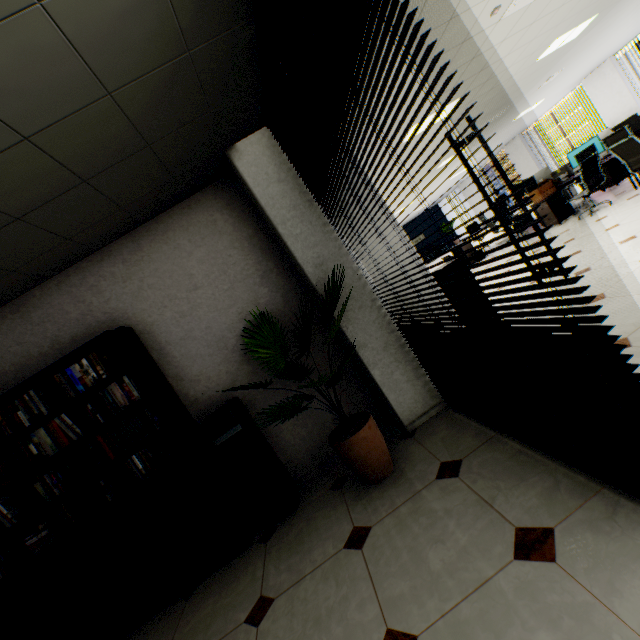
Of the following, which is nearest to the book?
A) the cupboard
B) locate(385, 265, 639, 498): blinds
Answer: the cupboard

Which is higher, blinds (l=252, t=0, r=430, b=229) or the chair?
blinds (l=252, t=0, r=430, b=229)

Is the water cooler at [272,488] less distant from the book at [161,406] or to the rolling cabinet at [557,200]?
the book at [161,406]

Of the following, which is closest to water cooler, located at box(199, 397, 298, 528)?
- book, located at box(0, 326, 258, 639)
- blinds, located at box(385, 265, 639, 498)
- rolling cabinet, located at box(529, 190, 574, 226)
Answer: book, located at box(0, 326, 258, 639)

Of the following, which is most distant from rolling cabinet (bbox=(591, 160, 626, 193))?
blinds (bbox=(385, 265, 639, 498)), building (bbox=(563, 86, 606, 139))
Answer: building (bbox=(563, 86, 606, 139))

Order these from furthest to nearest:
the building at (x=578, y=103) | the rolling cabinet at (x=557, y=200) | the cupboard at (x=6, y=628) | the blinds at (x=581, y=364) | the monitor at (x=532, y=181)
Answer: the building at (x=578, y=103), the monitor at (x=532, y=181), the rolling cabinet at (x=557, y=200), the cupboard at (x=6, y=628), the blinds at (x=581, y=364)

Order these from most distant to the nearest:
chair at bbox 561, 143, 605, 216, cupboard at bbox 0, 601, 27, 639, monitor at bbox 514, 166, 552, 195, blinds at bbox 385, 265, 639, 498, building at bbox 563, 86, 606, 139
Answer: building at bbox 563, 86, 606, 139 → monitor at bbox 514, 166, 552, 195 → chair at bbox 561, 143, 605, 216 → cupboard at bbox 0, 601, 27, 639 → blinds at bbox 385, 265, 639, 498

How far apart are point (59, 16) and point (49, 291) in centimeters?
243cm
